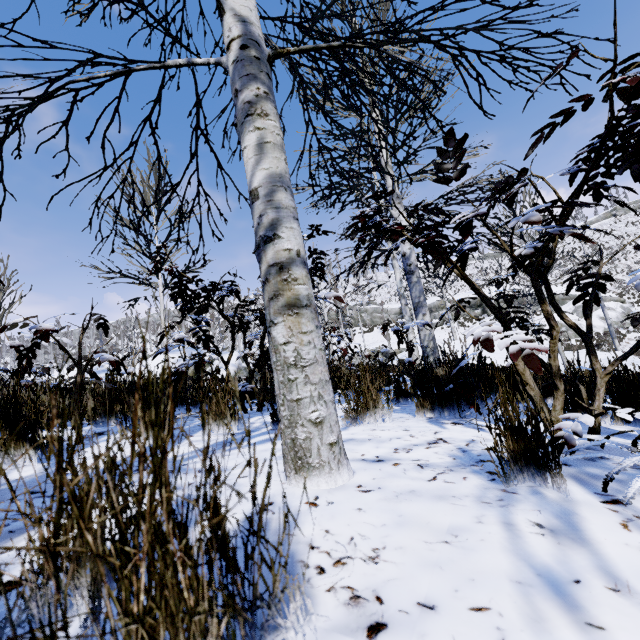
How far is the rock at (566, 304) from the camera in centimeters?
2910cm

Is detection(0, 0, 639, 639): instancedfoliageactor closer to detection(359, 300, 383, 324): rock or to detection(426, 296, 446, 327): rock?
detection(426, 296, 446, 327): rock

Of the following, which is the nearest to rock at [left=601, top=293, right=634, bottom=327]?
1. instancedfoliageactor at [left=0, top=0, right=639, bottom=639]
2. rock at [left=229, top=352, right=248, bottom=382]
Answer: instancedfoliageactor at [left=0, top=0, right=639, bottom=639]

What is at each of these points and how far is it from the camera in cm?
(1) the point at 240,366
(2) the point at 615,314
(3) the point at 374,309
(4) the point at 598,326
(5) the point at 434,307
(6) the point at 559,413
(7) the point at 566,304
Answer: (1) rock, 892
(2) rock, 2838
(3) rock, 4603
(4) rock, 2814
(5) rock, 4053
(6) instancedfoliageactor, 160
(7) rock, 3139

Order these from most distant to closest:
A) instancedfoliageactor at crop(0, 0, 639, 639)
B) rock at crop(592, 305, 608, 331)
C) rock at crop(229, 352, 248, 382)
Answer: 1. rock at crop(592, 305, 608, 331)
2. rock at crop(229, 352, 248, 382)
3. instancedfoliageactor at crop(0, 0, 639, 639)

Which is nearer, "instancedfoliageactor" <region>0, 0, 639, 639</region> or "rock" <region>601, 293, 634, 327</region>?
"instancedfoliageactor" <region>0, 0, 639, 639</region>

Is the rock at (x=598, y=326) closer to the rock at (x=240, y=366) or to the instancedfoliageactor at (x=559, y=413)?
the instancedfoliageactor at (x=559, y=413)
